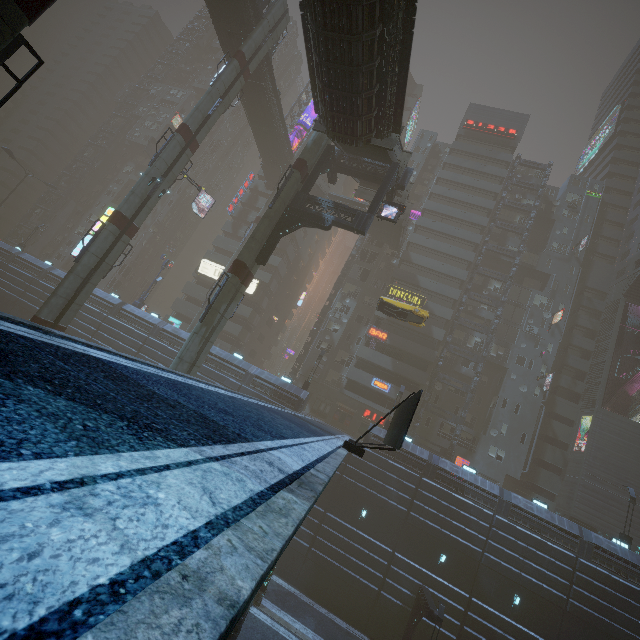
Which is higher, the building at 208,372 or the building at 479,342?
the building at 479,342

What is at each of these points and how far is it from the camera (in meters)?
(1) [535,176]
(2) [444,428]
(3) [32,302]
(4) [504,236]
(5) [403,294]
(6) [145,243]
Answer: (1) building, 49.66
(2) building, 40.09
(3) building, 37.41
(4) building, 46.78
(5) sign, 42.22
(6) building, 58.56

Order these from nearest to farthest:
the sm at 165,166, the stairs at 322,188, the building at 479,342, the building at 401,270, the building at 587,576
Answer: the sm at 165,166
the building at 587,576
the building at 401,270
the building at 479,342
the stairs at 322,188

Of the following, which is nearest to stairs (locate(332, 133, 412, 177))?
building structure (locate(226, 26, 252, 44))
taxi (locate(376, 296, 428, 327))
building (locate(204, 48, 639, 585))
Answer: building (locate(204, 48, 639, 585))

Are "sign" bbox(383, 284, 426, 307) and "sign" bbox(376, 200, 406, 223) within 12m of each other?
no

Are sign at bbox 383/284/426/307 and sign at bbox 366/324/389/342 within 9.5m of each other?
yes

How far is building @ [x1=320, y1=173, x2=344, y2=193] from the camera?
53.50m

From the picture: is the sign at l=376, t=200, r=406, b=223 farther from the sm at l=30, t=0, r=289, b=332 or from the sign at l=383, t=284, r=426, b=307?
the sign at l=383, t=284, r=426, b=307
